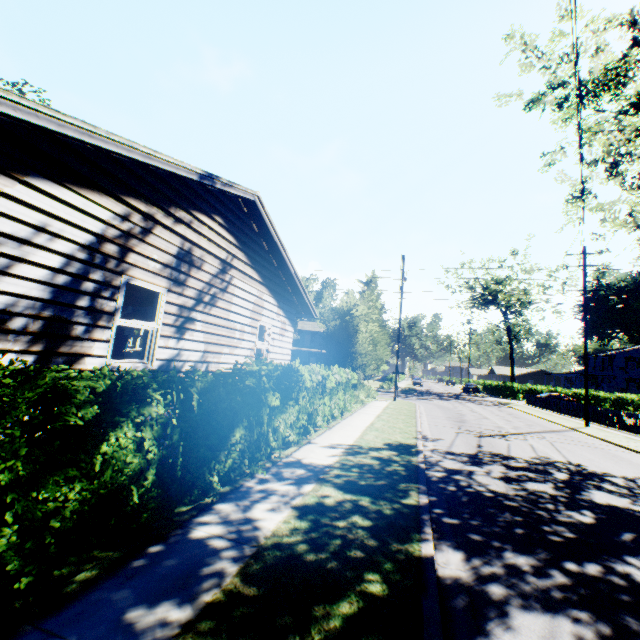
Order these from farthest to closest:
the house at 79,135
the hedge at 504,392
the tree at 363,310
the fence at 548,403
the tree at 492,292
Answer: the tree at 492,292, the hedge at 504,392, the fence at 548,403, the tree at 363,310, the house at 79,135

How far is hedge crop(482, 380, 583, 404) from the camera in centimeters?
4503cm

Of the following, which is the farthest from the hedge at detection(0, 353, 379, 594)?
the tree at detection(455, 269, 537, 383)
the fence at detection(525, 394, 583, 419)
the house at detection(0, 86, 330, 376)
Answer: the tree at detection(455, 269, 537, 383)

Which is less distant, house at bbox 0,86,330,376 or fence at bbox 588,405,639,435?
house at bbox 0,86,330,376

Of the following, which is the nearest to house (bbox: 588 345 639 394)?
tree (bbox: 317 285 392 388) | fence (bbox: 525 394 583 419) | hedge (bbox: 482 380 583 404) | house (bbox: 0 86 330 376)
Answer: hedge (bbox: 482 380 583 404)

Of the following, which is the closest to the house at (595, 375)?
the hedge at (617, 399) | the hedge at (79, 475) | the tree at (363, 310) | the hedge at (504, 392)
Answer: the hedge at (617, 399)

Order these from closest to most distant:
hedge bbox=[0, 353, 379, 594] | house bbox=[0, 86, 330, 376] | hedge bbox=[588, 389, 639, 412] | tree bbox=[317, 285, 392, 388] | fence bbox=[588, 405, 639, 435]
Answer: hedge bbox=[0, 353, 379, 594]
house bbox=[0, 86, 330, 376]
tree bbox=[317, 285, 392, 388]
fence bbox=[588, 405, 639, 435]
hedge bbox=[588, 389, 639, 412]

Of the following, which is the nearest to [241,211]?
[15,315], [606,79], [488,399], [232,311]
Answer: [232,311]
